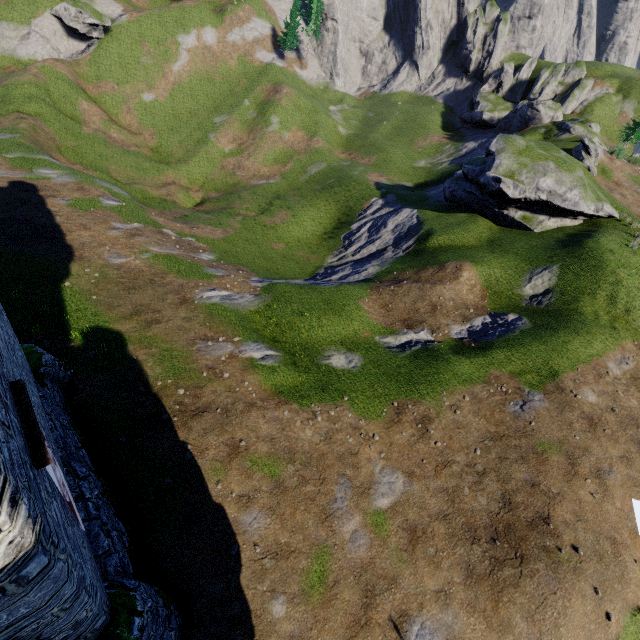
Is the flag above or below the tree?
below

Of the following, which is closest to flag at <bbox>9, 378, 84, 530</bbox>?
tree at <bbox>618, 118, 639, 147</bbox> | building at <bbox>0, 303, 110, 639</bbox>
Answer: building at <bbox>0, 303, 110, 639</bbox>

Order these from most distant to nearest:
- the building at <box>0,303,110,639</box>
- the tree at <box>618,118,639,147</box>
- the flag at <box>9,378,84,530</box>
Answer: the tree at <box>618,118,639,147</box>
the flag at <box>9,378,84,530</box>
the building at <box>0,303,110,639</box>

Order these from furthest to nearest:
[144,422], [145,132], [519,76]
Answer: Result: [519,76] → [145,132] → [144,422]

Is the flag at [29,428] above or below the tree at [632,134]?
below

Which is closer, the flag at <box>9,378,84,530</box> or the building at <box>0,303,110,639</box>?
the building at <box>0,303,110,639</box>

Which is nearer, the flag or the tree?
the flag

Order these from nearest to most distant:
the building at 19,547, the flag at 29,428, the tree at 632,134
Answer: the building at 19,547
the flag at 29,428
the tree at 632,134
